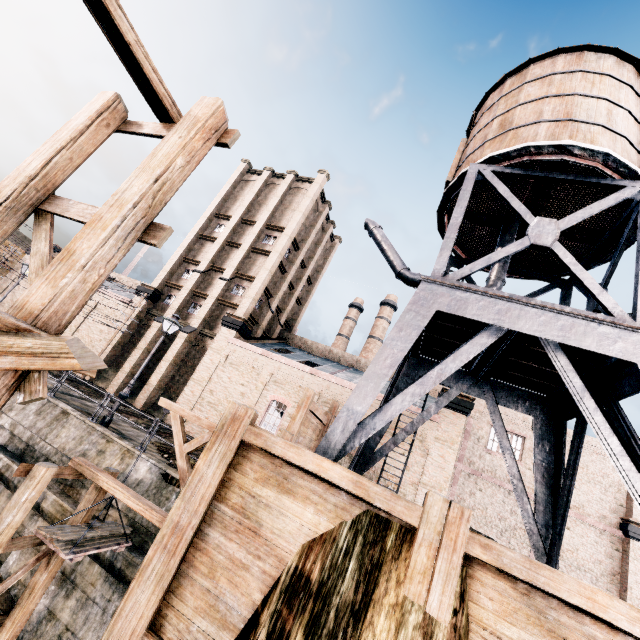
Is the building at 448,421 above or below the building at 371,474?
above

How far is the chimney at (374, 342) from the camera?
51.6 meters

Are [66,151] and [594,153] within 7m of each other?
no

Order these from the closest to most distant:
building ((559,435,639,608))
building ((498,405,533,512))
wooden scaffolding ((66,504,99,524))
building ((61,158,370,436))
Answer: wooden scaffolding ((66,504,99,524)) → building ((559,435,639,608)) → building ((61,158,370,436)) → building ((498,405,533,512))

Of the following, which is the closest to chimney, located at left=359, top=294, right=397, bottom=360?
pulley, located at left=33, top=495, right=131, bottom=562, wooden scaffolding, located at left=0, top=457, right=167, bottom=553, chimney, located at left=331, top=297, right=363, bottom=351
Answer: chimney, located at left=331, top=297, right=363, bottom=351

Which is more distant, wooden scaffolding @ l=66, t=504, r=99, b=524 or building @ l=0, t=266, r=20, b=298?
building @ l=0, t=266, r=20, b=298

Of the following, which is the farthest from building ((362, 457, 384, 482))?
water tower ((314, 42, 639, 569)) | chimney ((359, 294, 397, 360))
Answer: chimney ((359, 294, 397, 360))

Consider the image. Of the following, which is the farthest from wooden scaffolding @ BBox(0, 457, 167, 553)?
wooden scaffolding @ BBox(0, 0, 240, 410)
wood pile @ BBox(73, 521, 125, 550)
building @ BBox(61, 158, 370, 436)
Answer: building @ BBox(61, 158, 370, 436)
